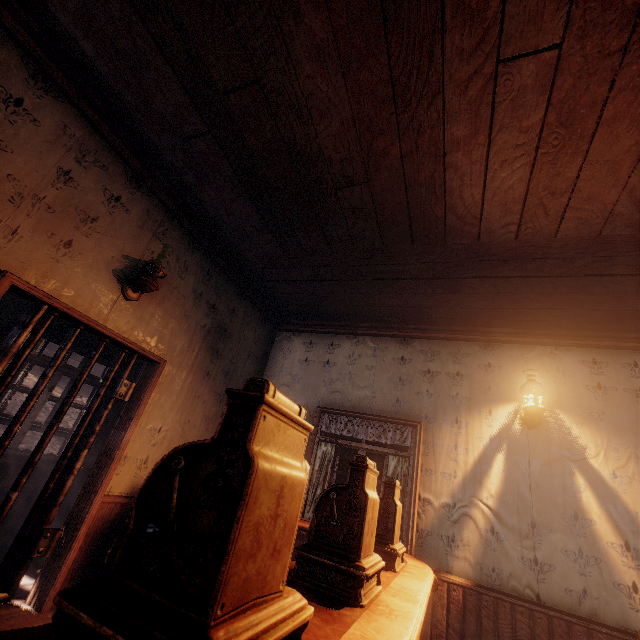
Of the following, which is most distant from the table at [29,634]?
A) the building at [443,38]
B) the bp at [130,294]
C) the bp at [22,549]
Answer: the bp at [130,294]

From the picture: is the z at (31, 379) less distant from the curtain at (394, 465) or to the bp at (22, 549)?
the curtain at (394, 465)

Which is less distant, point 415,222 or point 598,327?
point 415,222

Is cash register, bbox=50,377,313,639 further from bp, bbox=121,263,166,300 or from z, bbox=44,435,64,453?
z, bbox=44,435,64,453

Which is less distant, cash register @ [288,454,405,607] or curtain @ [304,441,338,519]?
cash register @ [288,454,405,607]

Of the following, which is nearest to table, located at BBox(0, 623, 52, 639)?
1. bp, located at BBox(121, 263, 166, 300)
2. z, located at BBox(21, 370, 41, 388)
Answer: z, located at BBox(21, 370, 41, 388)

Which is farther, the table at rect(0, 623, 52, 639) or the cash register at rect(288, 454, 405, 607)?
the cash register at rect(288, 454, 405, 607)

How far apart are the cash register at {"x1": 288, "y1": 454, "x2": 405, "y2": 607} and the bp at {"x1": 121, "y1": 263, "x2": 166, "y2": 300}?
2.62m
